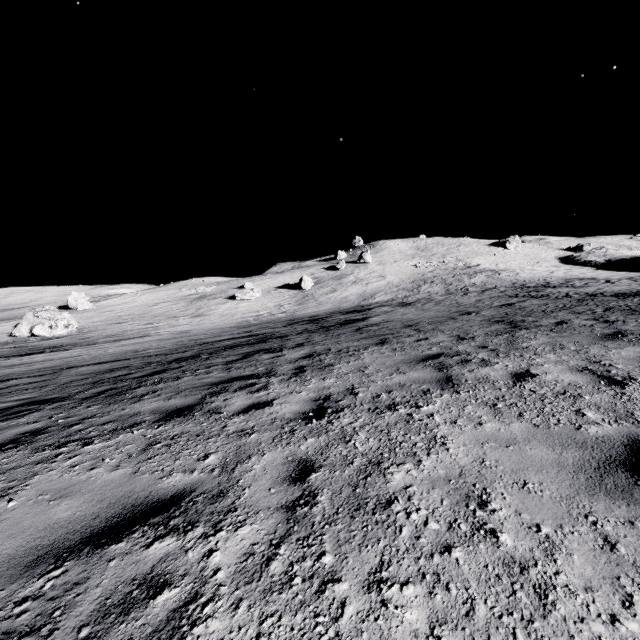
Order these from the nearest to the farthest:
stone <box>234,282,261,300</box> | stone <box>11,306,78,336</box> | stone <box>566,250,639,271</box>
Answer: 1. stone <box>11,306,78,336</box>
2. stone <box>234,282,261,300</box>
3. stone <box>566,250,639,271</box>

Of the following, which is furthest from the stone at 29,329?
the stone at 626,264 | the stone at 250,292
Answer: the stone at 626,264

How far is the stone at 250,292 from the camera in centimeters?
4459cm

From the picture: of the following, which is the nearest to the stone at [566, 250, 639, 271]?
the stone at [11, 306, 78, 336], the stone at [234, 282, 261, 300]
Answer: the stone at [234, 282, 261, 300]

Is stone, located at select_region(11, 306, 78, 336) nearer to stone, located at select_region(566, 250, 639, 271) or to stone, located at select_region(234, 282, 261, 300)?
stone, located at select_region(234, 282, 261, 300)

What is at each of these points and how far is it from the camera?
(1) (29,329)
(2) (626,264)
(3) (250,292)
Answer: (1) stone, 30.0m
(2) stone, 52.0m
(3) stone, 44.8m
